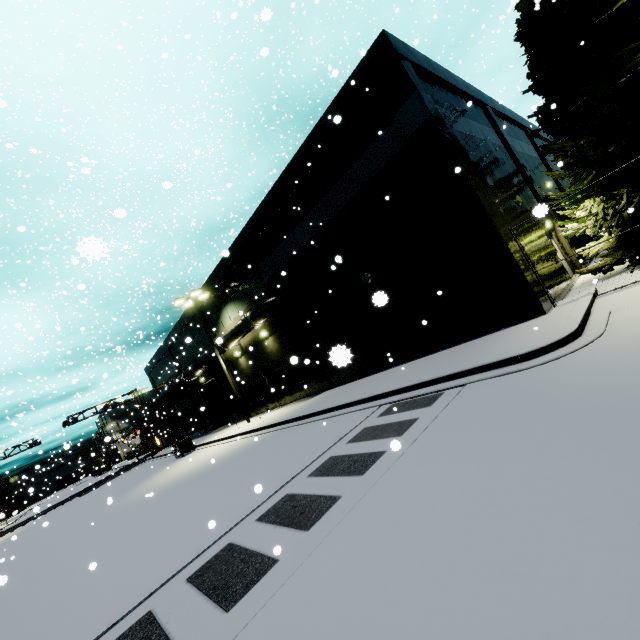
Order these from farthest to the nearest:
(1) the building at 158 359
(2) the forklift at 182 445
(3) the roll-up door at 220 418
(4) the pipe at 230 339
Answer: (3) the roll-up door at 220 418, (1) the building at 158 359, (2) the forklift at 182 445, (4) the pipe at 230 339

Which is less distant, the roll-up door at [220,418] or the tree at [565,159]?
the tree at [565,159]

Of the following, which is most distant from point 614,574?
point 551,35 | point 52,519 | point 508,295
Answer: point 52,519

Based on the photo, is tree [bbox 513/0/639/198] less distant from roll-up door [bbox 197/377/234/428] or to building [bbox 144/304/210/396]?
building [bbox 144/304/210/396]

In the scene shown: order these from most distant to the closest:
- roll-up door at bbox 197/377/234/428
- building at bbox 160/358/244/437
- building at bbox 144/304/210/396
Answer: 1. roll-up door at bbox 197/377/234/428
2. building at bbox 144/304/210/396
3. building at bbox 160/358/244/437

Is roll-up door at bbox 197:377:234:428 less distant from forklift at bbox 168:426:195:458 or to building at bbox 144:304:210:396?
building at bbox 144:304:210:396

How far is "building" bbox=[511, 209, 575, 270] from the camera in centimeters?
1222cm
